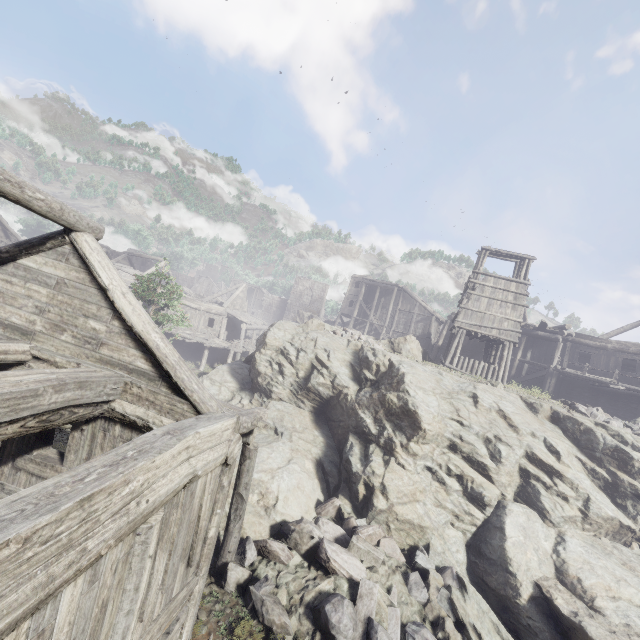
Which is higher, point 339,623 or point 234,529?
point 234,529

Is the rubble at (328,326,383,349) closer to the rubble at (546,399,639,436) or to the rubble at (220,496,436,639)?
the rubble at (220,496,436,639)

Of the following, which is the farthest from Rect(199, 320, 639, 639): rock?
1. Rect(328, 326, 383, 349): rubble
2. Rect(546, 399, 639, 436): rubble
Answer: Rect(546, 399, 639, 436): rubble

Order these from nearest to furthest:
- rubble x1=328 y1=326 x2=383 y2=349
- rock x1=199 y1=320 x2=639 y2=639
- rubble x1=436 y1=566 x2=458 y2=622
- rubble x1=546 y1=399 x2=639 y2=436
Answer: rubble x1=436 y1=566 x2=458 y2=622, rock x1=199 y1=320 x2=639 y2=639, rubble x1=546 y1=399 x2=639 y2=436, rubble x1=328 y1=326 x2=383 y2=349

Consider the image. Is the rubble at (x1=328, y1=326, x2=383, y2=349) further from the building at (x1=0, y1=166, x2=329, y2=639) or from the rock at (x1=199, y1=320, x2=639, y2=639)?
the building at (x1=0, y1=166, x2=329, y2=639)

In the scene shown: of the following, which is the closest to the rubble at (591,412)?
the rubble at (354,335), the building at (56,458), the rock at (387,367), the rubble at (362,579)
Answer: the rock at (387,367)

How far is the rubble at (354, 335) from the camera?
17.6m

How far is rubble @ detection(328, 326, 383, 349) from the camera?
17.6m
